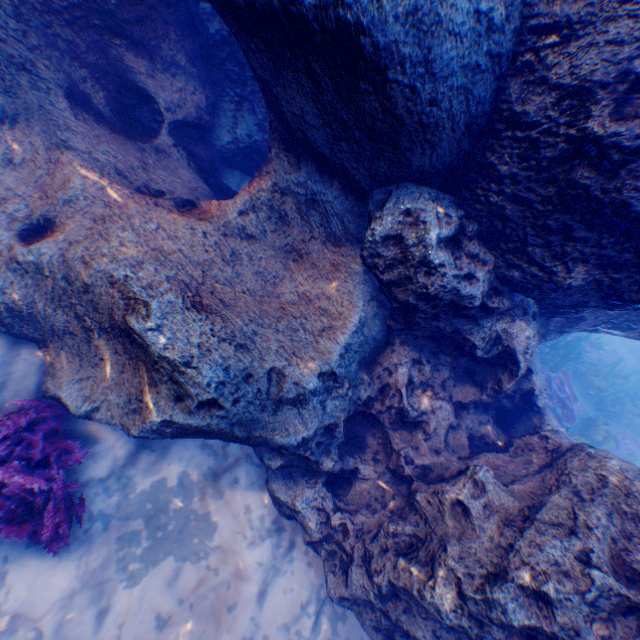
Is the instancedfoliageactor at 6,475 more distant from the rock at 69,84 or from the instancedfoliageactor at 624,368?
the instancedfoliageactor at 624,368

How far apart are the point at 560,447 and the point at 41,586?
6.0 meters

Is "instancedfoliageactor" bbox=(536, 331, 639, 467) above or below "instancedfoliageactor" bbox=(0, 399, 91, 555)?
above

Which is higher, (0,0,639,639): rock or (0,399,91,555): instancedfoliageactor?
(0,0,639,639): rock

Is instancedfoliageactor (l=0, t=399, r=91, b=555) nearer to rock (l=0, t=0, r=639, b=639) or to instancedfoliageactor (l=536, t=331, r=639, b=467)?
rock (l=0, t=0, r=639, b=639)

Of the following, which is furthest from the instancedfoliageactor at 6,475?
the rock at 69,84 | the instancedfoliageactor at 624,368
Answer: the instancedfoliageactor at 624,368
